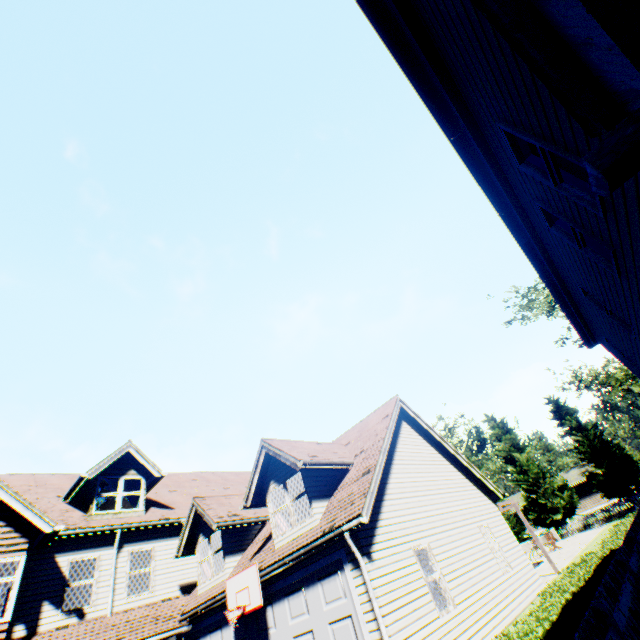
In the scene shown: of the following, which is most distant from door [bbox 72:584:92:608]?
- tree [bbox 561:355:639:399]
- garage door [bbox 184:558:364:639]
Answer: tree [bbox 561:355:639:399]

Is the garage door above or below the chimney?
below

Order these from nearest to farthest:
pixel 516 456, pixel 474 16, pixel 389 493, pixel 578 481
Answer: pixel 474 16 → pixel 389 493 → pixel 516 456 → pixel 578 481

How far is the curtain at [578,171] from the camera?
4.6 meters

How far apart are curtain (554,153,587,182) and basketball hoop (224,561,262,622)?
11.91m

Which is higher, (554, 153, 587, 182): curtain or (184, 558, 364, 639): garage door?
(554, 153, 587, 182): curtain

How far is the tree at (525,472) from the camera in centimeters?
3362cm

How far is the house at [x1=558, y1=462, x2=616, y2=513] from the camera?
46.78m
